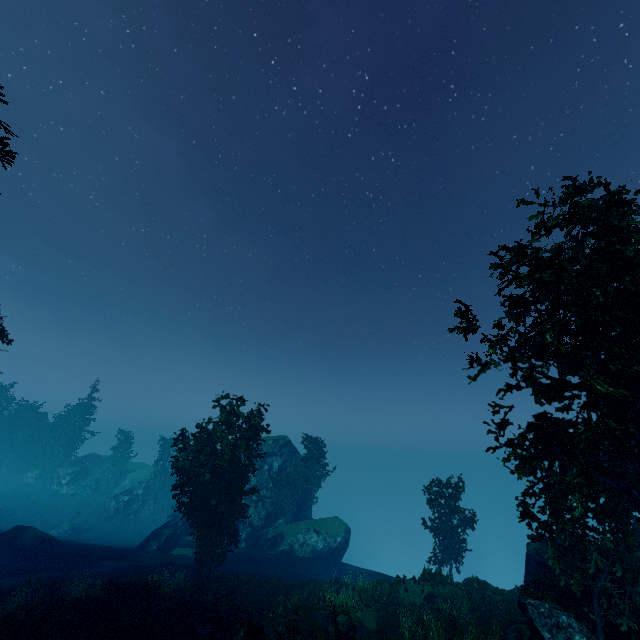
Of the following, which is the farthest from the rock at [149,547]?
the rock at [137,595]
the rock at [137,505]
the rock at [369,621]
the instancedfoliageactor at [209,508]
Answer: the rock at [369,621]

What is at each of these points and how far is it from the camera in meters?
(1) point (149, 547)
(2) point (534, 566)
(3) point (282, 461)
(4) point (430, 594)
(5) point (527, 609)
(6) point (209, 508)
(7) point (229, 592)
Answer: (1) rock, 33.0 m
(2) rock, 23.9 m
(3) rock, 44.6 m
(4) rock, 22.2 m
(5) rock, 16.3 m
(6) instancedfoliageactor, 25.0 m
(7) rock, 22.7 m

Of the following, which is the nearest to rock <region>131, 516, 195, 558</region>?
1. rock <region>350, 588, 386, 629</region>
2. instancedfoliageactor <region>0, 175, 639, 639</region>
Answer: instancedfoliageactor <region>0, 175, 639, 639</region>

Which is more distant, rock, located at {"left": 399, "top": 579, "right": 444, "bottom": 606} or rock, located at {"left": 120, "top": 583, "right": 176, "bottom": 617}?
rock, located at {"left": 399, "top": 579, "right": 444, "bottom": 606}

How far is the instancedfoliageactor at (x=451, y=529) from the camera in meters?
23.9 m

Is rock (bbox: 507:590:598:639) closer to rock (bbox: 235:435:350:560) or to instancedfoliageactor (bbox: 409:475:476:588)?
instancedfoliageactor (bbox: 409:475:476:588)

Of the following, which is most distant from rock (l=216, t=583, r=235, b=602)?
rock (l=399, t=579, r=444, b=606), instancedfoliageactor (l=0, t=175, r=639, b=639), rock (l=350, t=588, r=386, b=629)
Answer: rock (l=399, t=579, r=444, b=606)
